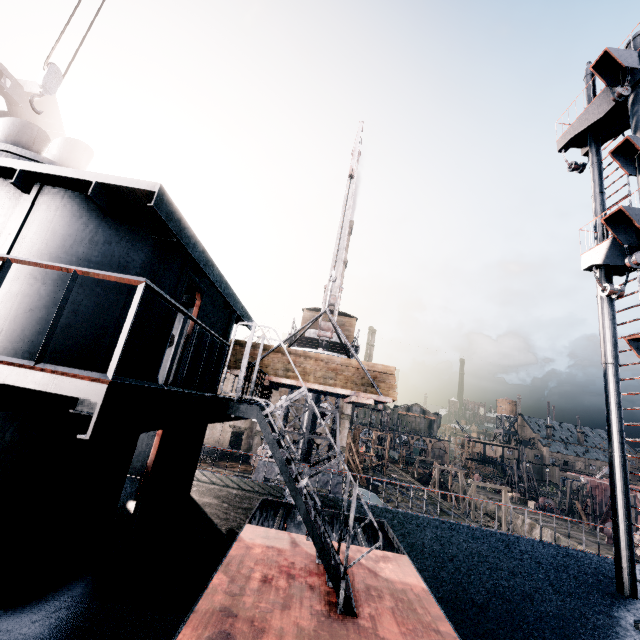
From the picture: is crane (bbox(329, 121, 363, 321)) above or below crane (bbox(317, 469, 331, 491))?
above

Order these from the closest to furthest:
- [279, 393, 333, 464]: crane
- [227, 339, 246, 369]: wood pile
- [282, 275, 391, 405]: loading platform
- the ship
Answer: the ship → [282, 275, 391, 405]: loading platform → [227, 339, 246, 369]: wood pile → [279, 393, 333, 464]: crane

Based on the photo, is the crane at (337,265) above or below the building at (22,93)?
below

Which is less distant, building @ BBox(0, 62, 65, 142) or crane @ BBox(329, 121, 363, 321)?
crane @ BBox(329, 121, 363, 321)

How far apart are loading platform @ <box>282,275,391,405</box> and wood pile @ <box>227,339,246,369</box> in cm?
1

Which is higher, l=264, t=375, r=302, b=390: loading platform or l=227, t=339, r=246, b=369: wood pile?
l=227, t=339, r=246, b=369: wood pile

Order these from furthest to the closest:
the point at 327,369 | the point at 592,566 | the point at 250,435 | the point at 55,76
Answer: the point at 250,435 → the point at 327,369 → the point at 592,566 → the point at 55,76

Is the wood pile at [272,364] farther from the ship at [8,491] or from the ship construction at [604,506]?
the ship construction at [604,506]
